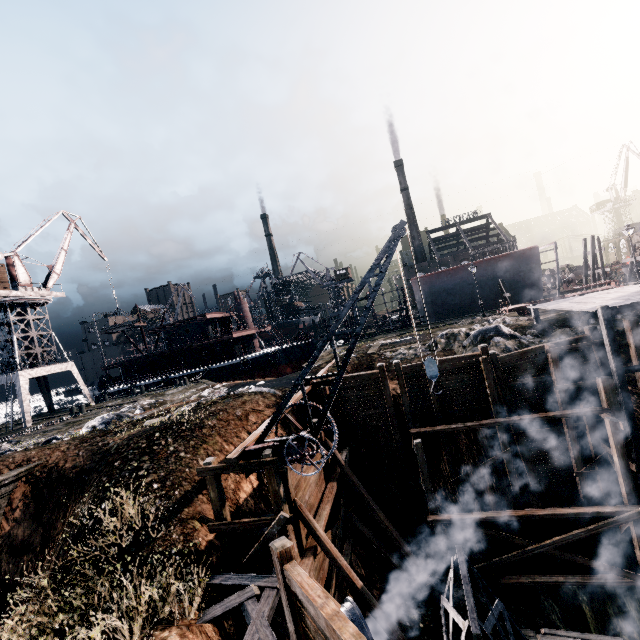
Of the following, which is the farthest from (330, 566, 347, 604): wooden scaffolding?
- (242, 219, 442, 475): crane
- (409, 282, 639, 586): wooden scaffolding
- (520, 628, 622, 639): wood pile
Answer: (520, 628, 622, 639): wood pile

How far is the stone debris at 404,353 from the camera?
23.8 meters

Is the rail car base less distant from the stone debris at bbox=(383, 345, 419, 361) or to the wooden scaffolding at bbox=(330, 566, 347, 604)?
the stone debris at bbox=(383, 345, 419, 361)

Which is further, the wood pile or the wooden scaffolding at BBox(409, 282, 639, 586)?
the wooden scaffolding at BBox(409, 282, 639, 586)

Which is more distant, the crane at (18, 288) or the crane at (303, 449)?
the crane at (18, 288)

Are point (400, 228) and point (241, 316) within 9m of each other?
no

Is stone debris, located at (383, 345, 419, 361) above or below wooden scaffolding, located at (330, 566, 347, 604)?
above

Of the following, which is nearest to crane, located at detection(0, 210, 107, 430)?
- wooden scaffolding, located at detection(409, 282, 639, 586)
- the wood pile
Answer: wooden scaffolding, located at detection(409, 282, 639, 586)
